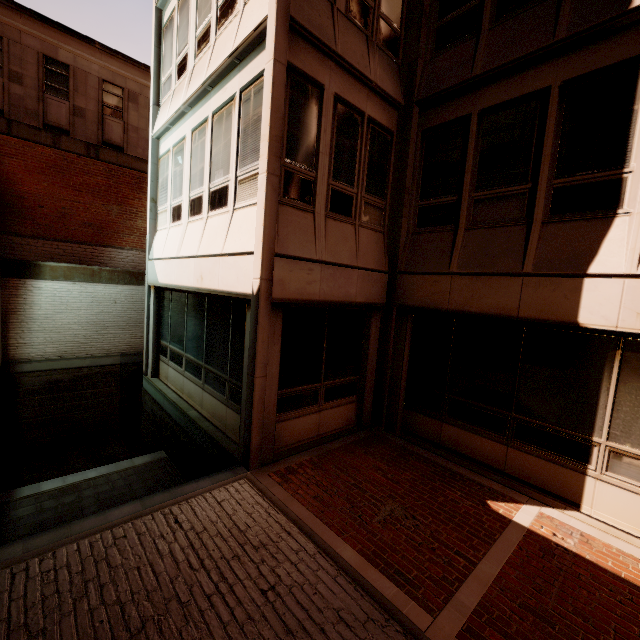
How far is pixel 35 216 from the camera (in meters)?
13.88
